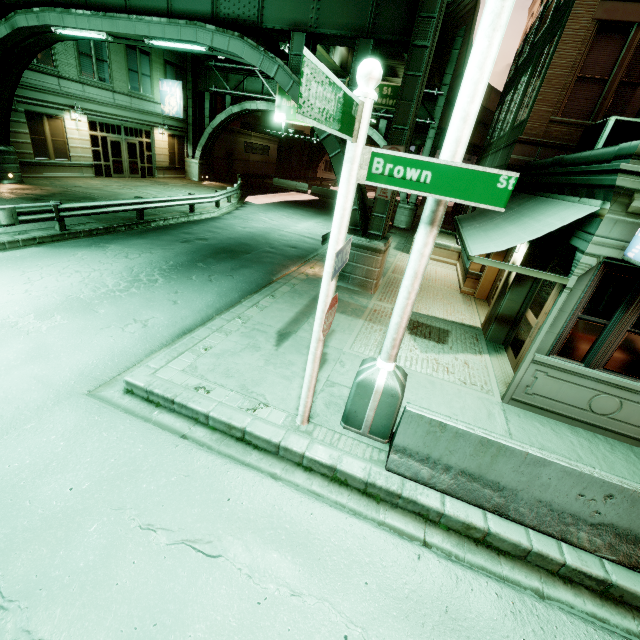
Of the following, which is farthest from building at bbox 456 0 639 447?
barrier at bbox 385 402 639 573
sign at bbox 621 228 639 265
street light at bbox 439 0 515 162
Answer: street light at bbox 439 0 515 162

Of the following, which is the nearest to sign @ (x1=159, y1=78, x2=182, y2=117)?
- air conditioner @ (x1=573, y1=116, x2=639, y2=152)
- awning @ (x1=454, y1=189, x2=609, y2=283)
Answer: awning @ (x1=454, y1=189, x2=609, y2=283)

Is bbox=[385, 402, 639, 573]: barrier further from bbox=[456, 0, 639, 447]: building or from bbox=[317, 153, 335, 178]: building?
bbox=[317, 153, 335, 178]: building

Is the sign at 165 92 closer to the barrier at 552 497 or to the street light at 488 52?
the street light at 488 52

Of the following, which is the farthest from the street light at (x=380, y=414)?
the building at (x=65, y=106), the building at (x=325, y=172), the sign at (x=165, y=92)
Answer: the building at (x=325, y=172)

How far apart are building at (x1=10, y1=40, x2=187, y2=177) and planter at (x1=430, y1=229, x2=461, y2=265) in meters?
21.5

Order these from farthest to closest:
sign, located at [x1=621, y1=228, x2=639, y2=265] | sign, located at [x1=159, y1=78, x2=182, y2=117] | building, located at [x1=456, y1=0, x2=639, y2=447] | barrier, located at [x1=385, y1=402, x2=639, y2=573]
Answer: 1. sign, located at [x1=159, y1=78, x2=182, y2=117]
2. building, located at [x1=456, y1=0, x2=639, y2=447]
3. sign, located at [x1=621, y1=228, x2=639, y2=265]
4. barrier, located at [x1=385, y1=402, x2=639, y2=573]

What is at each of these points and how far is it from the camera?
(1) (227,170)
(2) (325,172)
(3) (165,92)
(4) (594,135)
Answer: (1) building, 35.4 meters
(2) building, 59.6 meters
(3) sign, 24.4 meters
(4) air conditioner, 8.4 meters
